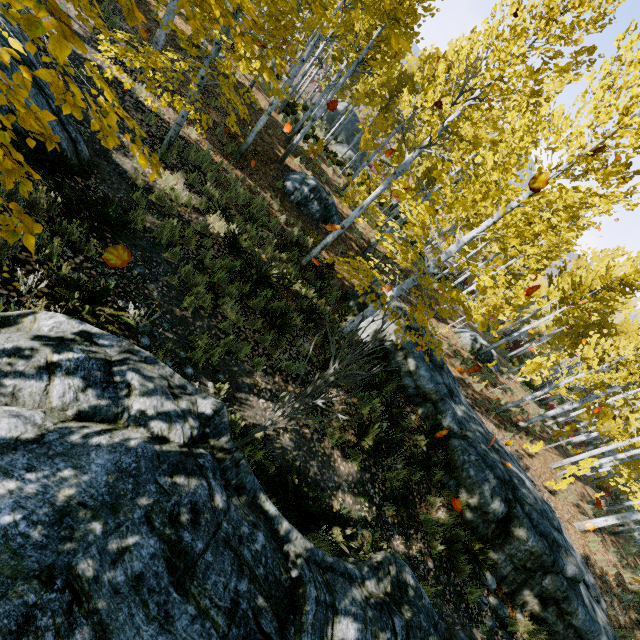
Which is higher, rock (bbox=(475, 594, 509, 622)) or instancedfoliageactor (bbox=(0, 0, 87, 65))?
instancedfoliageactor (bbox=(0, 0, 87, 65))

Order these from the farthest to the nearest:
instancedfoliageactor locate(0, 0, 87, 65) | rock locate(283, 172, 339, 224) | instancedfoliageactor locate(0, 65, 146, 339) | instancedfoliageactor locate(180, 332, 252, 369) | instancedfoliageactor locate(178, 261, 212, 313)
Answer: rock locate(283, 172, 339, 224) → instancedfoliageactor locate(178, 261, 212, 313) → instancedfoliageactor locate(180, 332, 252, 369) → instancedfoliageactor locate(0, 65, 146, 339) → instancedfoliageactor locate(0, 0, 87, 65)

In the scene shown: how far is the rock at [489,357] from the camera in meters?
19.5

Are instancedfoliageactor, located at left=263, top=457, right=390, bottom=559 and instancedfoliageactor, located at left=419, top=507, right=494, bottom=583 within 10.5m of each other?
yes

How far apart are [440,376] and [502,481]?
3.4 meters

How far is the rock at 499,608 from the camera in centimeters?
644cm

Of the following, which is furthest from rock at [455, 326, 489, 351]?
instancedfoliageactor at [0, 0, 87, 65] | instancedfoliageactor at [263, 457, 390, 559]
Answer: instancedfoliageactor at [263, 457, 390, 559]

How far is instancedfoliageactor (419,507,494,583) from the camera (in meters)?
6.38
